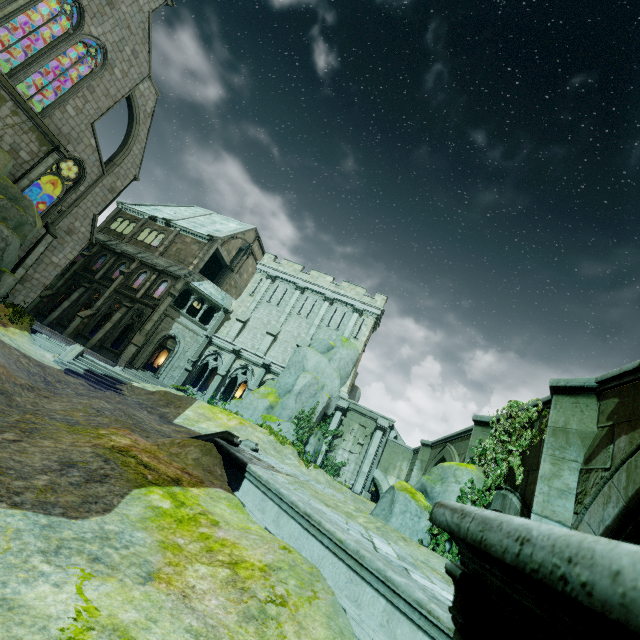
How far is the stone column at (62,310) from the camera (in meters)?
27.36

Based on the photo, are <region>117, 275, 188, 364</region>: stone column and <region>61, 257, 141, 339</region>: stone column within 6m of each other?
yes

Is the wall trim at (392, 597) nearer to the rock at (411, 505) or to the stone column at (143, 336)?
the rock at (411, 505)

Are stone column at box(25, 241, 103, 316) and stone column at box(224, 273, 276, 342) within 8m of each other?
no

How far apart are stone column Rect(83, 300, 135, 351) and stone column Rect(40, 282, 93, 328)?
4.1 meters

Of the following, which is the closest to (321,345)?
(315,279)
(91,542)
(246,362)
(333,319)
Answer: (333,319)

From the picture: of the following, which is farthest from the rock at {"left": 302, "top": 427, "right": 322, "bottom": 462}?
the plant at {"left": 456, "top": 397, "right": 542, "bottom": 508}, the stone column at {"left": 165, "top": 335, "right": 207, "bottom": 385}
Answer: the plant at {"left": 456, "top": 397, "right": 542, "bottom": 508}

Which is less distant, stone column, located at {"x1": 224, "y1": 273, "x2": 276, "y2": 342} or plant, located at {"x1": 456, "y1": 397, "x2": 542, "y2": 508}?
plant, located at {"x1": 456, "y1": 397, "x2": 542, "y2": 508}
